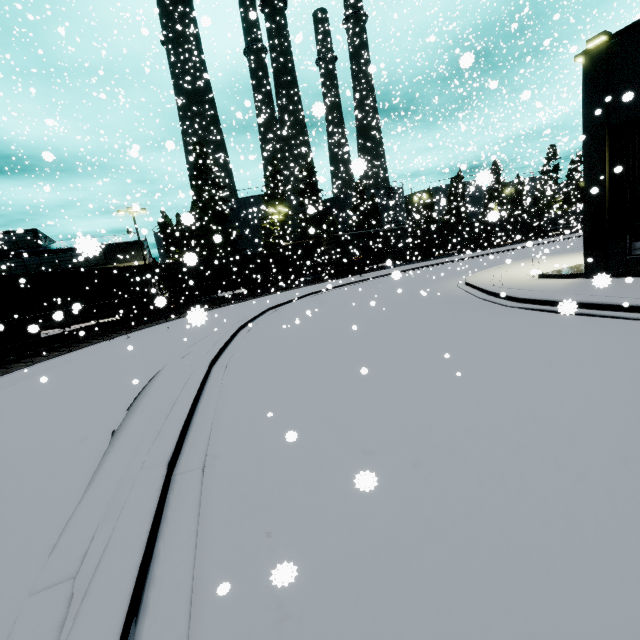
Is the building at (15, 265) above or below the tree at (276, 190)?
below

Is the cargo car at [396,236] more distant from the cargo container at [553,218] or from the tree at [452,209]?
the cargo container at [553,218]

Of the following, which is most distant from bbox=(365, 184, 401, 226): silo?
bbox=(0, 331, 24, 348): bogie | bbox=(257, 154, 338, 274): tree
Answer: bbox=(0, 331, 24, 348): bogie

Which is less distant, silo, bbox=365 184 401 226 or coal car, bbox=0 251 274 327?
coal car, bbox=0 251 274 327

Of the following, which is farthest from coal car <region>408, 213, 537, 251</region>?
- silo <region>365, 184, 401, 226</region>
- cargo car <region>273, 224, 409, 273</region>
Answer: silo <region>365, 184, 401, 226</region>

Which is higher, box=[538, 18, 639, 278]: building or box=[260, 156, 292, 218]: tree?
box=[260, 156, 292, 218]: tree

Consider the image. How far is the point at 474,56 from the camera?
3.9m

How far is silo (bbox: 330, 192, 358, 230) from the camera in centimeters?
5806cm
